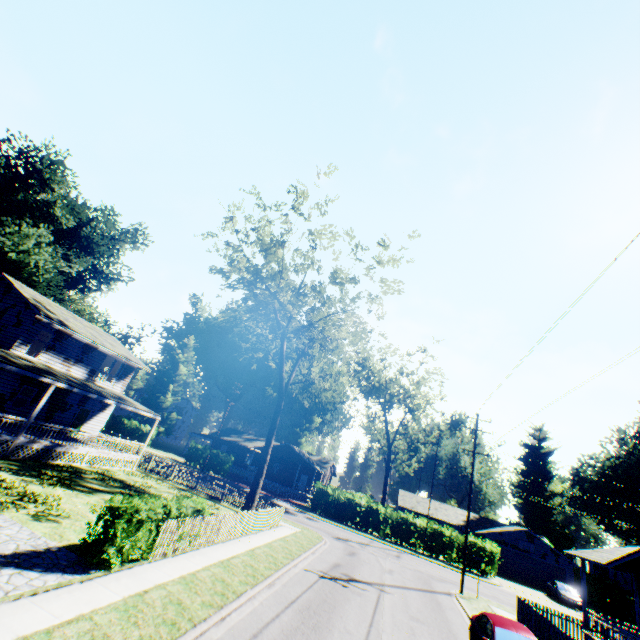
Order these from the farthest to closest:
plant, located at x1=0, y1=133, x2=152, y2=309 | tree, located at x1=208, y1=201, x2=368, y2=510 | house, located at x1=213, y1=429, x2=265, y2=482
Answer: house, located at x1=213, y1=429, x2=265, y2=482, plant, located at x1=0, y1=133, x2=152, y2=309, tree, located at x1=208, y1=201, x2=368, y2=510

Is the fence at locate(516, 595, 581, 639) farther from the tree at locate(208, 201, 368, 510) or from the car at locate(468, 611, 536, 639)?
the tree at locate(208, 201, 368, 510)

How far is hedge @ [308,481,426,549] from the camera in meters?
34.9

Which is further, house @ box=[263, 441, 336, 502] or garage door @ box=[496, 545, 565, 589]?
house @ box=[263, 441, 336, 502]

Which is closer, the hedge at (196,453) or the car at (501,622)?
the car at (501,622)

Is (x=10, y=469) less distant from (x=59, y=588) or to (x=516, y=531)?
(x=59, y=588)

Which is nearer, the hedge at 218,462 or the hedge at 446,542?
the hedge at 446,542
